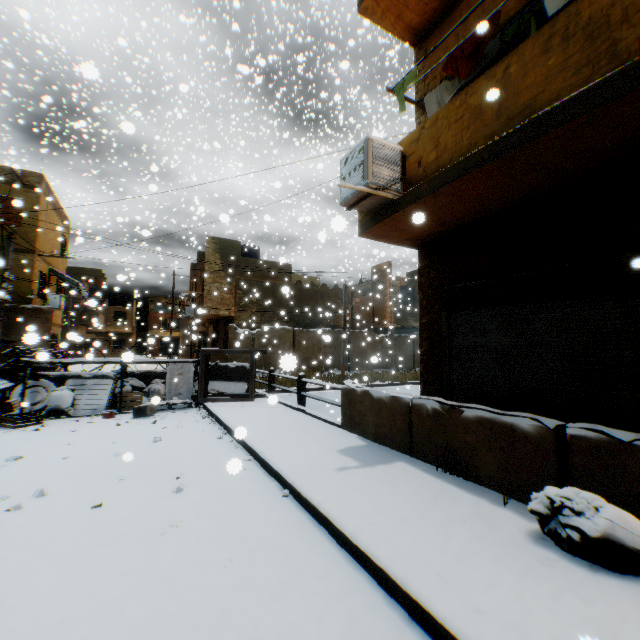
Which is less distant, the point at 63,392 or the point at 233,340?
the point at 63,392

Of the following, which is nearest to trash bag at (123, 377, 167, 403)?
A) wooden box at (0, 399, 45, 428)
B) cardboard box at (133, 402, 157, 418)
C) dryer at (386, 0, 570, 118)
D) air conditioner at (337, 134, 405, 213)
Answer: cardboard box at (133, 402, 157, 418)

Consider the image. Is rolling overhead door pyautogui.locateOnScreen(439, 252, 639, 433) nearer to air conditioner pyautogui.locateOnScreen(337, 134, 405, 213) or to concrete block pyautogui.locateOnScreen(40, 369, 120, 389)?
air conditioner pyautogui.locateOnScreen(337, 134, 405, 213)

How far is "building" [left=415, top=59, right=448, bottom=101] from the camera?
6.7m

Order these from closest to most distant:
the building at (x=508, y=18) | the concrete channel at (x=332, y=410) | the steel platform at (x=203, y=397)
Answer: the building at (x=508, y=18) → the steel platform at (x=203, y=397) → the concrete channel at (x=332, y=410)

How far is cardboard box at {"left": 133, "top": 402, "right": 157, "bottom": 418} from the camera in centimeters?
820cm

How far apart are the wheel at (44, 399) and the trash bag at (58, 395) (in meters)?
0.13

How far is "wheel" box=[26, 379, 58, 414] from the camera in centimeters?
843cm
